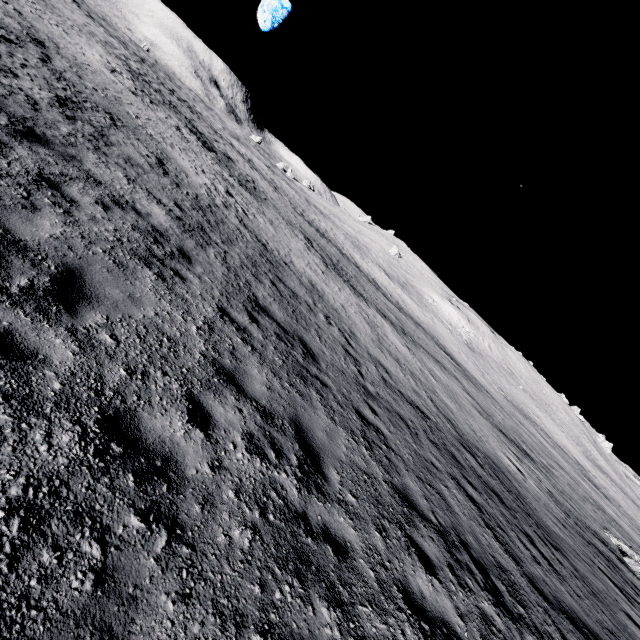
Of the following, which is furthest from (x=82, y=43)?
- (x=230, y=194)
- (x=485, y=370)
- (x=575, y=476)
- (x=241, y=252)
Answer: (x=575, y=476)
